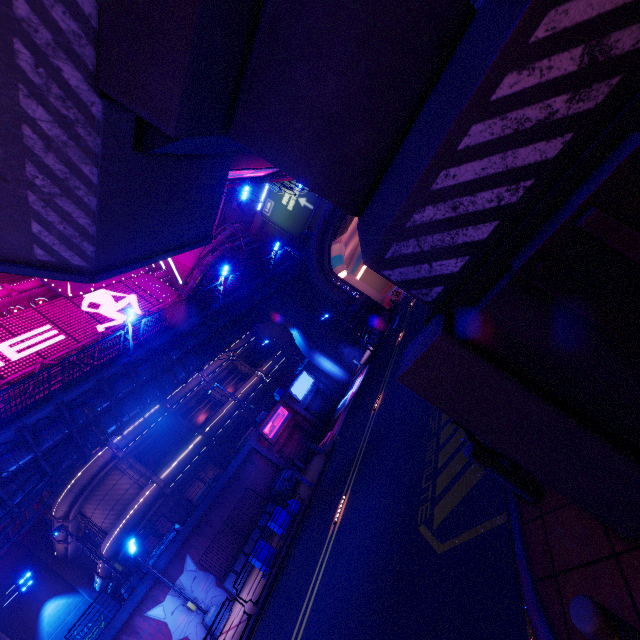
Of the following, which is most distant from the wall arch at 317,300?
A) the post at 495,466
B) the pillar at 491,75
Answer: the post at 495,466

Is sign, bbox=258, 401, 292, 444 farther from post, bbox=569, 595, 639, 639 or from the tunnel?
post, bbox=569, 595, 639, 639

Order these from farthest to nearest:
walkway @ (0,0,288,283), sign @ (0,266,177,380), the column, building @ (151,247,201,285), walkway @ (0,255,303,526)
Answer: building @ (151,247,201,285), the column, sign @ (0,266,177,380), walkway @ (0,255,303,526), walkway @ (0,0,288,283)

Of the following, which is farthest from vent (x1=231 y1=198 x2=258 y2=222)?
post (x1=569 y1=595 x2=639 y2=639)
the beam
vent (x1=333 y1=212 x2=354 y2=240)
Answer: post (x1=569 y1=595 x2=639 y2=639)

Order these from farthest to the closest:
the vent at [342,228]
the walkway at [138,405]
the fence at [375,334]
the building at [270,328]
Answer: the building at [270,328] → the vent at [342,228] → the fence at [375,334] → the walkway at [138,405]

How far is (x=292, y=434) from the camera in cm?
2748

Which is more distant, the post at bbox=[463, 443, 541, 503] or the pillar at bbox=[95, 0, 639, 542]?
the post at bbox=[463, 443, 541, 503]

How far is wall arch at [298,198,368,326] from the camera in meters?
33.9
